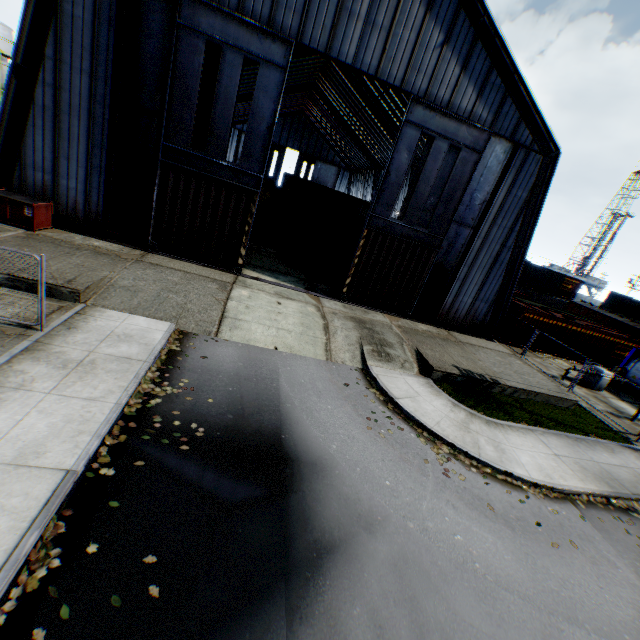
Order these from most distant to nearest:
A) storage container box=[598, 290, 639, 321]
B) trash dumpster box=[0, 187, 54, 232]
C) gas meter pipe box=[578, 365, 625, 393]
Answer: storage container box=[598, 290, 639, 321]
gas meter pipe box=[578, 365, 625, 393]
trash dumpster box=[0, 187, 54, 232]

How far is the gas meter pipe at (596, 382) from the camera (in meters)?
19.61

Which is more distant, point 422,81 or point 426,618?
point 422,81

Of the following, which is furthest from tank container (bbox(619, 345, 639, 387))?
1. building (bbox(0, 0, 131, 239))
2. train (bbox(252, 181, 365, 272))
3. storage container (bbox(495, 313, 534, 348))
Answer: train (bbox(252, 181, 365, 272))

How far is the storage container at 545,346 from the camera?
23.7 meters

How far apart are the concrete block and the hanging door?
35.9m

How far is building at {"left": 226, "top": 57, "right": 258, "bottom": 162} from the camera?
29.7m

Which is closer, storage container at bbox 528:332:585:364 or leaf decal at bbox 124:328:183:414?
leaf decal at bbox 124:328:183:414
